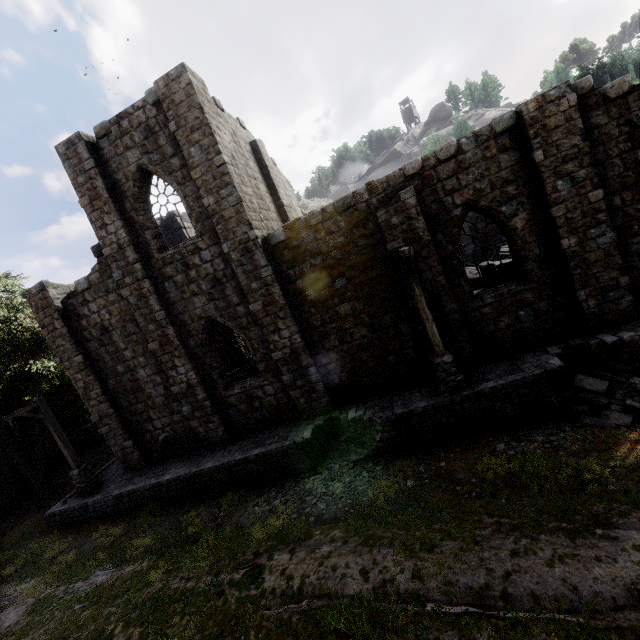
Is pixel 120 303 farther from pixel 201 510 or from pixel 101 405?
pixel 201 510

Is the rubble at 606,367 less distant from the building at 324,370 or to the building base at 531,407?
the building base at 531,407

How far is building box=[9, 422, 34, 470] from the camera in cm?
2042

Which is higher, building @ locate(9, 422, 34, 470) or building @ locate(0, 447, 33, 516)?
building @ locate(9, 422, 34, 470)

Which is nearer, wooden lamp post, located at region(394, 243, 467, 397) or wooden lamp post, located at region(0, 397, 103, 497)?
wooden lamp post, located at region(394, 243, 467, 397)

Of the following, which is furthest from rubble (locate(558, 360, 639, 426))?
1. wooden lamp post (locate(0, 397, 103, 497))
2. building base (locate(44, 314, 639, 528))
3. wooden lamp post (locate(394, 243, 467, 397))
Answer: wooden lamp post (locate(0, 397, 103, 497))

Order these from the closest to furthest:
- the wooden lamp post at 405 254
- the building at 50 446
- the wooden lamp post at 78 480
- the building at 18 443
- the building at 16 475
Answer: the wooden lamp post at 405 254 → the wooden lamp post at 78 480 → the building at 16 475 → the building at 18 443 → the building at 50 446

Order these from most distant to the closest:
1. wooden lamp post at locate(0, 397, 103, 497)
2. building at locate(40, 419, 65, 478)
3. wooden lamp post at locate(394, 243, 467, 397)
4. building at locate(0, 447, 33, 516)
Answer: building at locate(40, 419, 65, 478), building at locate(0, 447, 33, 516), wooden lamp post at locate(0, 397, 103, 497), wooden lamp post at locate(394, 243, 467, 397)
